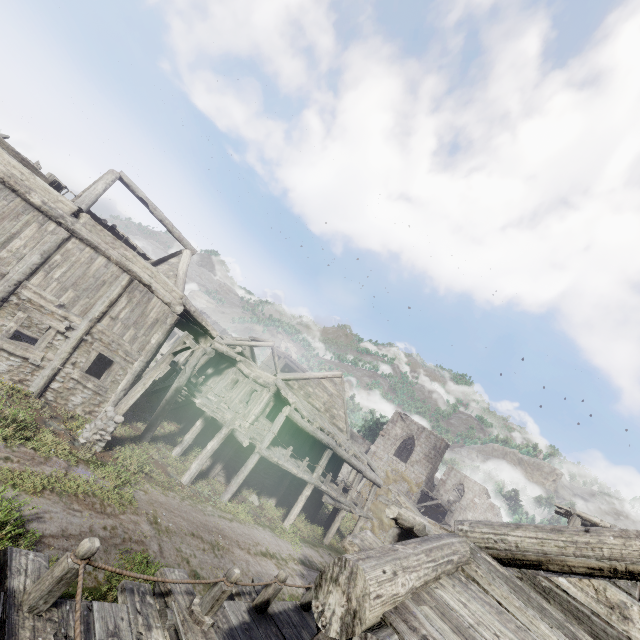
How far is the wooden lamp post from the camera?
10.6 meters

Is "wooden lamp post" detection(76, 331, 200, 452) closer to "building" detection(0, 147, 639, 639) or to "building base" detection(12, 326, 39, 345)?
"building" detection(0, 147, 639, 639)

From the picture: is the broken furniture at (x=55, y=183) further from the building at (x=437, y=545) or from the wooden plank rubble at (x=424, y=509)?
the wooden plank rubble at (x=424, y=509)

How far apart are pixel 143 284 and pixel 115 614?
11.1m

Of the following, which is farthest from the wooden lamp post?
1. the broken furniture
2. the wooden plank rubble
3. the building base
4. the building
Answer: the wooden plank rubble

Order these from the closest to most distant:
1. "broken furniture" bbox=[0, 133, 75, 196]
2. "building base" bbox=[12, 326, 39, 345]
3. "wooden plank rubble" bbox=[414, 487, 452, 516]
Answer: "broken furniture" bbox=[0, 133, 75, 196] < "building base" bbox=[12, 326, 39, 345] < "wooden plank rubble" bbox=[414, 487, 452, 516]

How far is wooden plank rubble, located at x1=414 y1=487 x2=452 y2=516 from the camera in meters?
29.4 m

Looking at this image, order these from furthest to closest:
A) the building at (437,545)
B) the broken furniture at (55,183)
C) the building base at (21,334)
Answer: the building base at (21,334) < the broken furniture at (55,183) < the building at (437,545)
